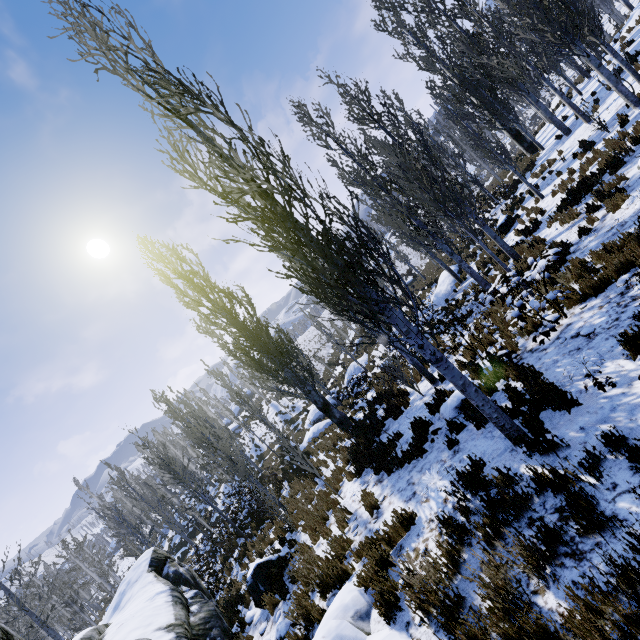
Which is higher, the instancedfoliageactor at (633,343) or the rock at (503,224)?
the instancedfoliageactor at (633,343)

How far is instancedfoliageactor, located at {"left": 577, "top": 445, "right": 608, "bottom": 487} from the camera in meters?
3.1 m

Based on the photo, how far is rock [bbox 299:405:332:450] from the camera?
20.56m

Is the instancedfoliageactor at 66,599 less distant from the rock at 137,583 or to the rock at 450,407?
the rock at 137,583

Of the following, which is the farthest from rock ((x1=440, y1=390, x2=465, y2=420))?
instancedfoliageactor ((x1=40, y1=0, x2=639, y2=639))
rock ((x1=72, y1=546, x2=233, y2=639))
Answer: rock ((x1=72, y1=546, x2=233, y2=639))

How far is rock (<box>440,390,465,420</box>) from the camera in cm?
714

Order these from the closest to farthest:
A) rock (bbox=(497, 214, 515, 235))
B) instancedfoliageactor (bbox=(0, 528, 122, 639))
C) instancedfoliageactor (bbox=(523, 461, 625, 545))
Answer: instancedfoliageactor (bbox=(523, 461, 625, 545)) → instancedfoliageactor (bbox=(0, 528, 122, 639)) → rock (bbox=(497, 214, 515, 235))

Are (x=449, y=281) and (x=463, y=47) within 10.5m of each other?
no
